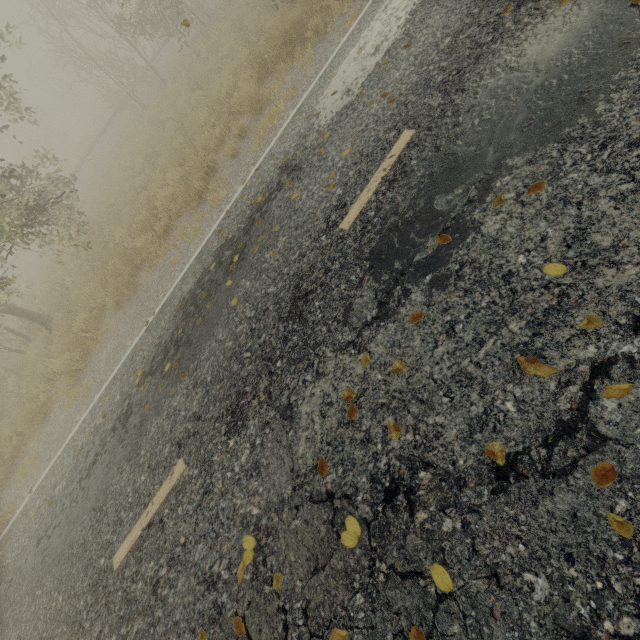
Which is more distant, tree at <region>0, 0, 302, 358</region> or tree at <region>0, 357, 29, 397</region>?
tree at <region>0, 357, 29, 397</region>

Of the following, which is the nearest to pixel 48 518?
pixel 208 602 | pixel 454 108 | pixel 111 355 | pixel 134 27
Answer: pixel 111 355

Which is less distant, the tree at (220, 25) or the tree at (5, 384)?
the tree at (220, 25)
